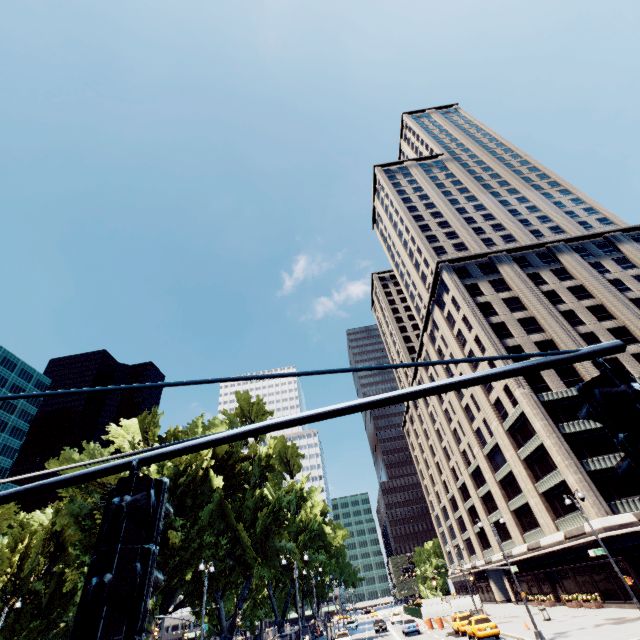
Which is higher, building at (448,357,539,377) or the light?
building at (448,357,539,377)

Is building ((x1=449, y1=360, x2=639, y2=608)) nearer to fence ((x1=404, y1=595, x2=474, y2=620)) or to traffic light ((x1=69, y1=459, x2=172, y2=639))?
fence ((x1=404, y1=595, x2=474, y2=620))

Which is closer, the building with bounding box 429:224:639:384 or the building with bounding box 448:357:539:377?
the building with bounding box 448:357:539:377

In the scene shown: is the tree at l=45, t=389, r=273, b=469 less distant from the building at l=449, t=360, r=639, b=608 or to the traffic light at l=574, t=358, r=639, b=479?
the building at l=449, t=360, r=639, b=608

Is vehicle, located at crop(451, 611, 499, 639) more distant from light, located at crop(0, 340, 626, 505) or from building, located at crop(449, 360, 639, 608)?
light, located at crop(0, 340, 626, 505)

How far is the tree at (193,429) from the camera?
27.5 meters

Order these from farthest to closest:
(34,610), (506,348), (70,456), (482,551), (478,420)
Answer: (482,551) → (478,420) → (506,348) → (34,610) → (70,456)

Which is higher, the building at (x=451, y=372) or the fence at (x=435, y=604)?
the building at (x=451, y=372)
